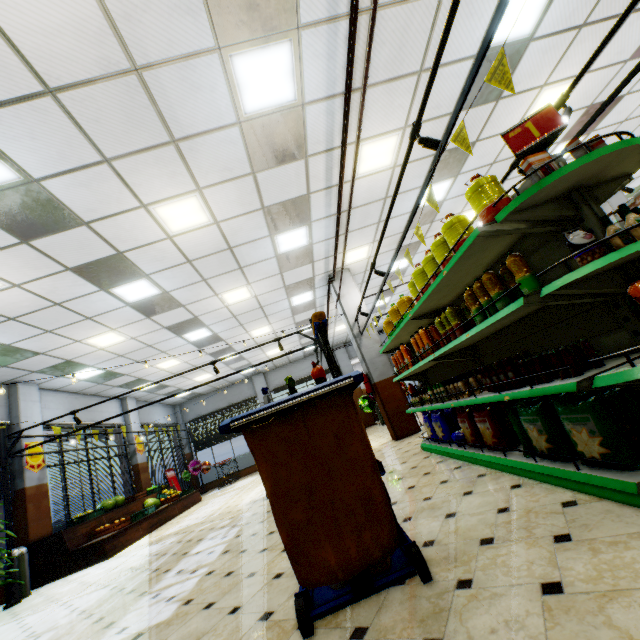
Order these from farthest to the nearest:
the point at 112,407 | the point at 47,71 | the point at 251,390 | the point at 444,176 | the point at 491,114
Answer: the point at 251,390, the point at 112,407, the point at 444,176, the point at 491,114, the point at 47,71

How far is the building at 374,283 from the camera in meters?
11.2

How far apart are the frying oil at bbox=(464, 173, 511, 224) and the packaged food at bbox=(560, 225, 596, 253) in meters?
0.5 m

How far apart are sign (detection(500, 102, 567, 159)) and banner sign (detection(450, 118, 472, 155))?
0.2 meters

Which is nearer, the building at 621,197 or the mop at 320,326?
the mop at 320,326

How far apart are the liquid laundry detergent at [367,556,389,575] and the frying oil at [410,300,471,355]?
2.2m

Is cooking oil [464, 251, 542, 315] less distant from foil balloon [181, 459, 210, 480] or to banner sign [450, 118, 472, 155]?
banner sign [450, 118, 472, 155]

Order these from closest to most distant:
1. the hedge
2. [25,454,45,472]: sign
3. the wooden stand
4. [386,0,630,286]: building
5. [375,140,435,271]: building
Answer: [386,0,630,286]: building, [375,140,435,271]: building, the wooden stand, [25,454,45,472]: sign, the hedge
